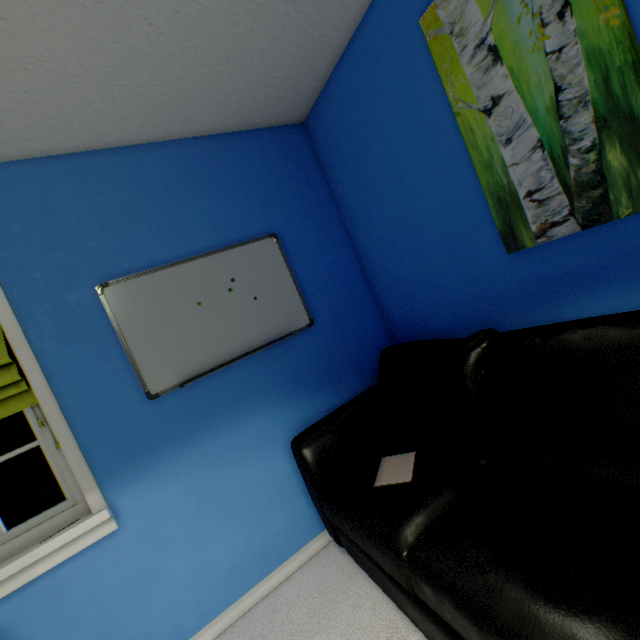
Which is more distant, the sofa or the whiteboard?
the whiteboard

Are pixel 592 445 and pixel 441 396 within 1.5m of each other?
yes

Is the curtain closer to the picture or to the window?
the window

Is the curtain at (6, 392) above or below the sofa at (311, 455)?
above

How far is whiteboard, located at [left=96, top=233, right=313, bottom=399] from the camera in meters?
1.6

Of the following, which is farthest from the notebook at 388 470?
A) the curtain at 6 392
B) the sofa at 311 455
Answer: the curtain at 6 392

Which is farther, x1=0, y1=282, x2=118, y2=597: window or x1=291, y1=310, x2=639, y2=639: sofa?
x1=0, y1=282, x2=118, y2=597: window

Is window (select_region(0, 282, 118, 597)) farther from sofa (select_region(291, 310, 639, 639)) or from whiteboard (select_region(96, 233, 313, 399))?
sofa (select_region(291, 310, 639, 639))
